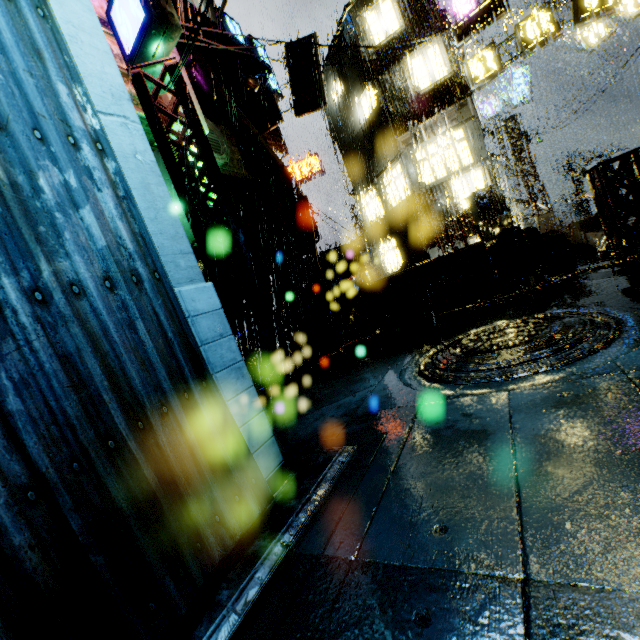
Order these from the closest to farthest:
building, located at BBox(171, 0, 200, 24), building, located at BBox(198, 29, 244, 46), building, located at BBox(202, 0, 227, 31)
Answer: building, located at BBox(171, 0, 200, 24) < building, located at BBox(202, 0, 227, 31) < building, located at BBox(198, 29, 244, 46)

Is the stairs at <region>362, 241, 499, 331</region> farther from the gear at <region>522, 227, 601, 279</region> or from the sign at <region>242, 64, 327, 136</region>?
the sign at <region>242, 64, 327, 136</region>

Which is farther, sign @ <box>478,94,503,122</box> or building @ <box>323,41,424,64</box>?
sign @ <box>478,94,503,122</box>

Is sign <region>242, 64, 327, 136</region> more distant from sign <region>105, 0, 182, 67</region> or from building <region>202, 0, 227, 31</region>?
sign <region>105, 0, 182, 67</region>

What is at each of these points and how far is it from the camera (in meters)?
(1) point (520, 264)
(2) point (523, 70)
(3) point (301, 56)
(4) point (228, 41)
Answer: (1) structural stair, 7.63
(2) sign, 21.48
(3) sign, 15.42
(4) building, 14.38

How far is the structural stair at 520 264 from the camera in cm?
751

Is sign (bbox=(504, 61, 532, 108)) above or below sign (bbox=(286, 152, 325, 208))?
below

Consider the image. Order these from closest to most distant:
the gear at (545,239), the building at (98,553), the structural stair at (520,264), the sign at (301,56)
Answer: the building at (98,553) → the structural stair at (520,264) → the gear at (545,239) → the sign at (301,56)
